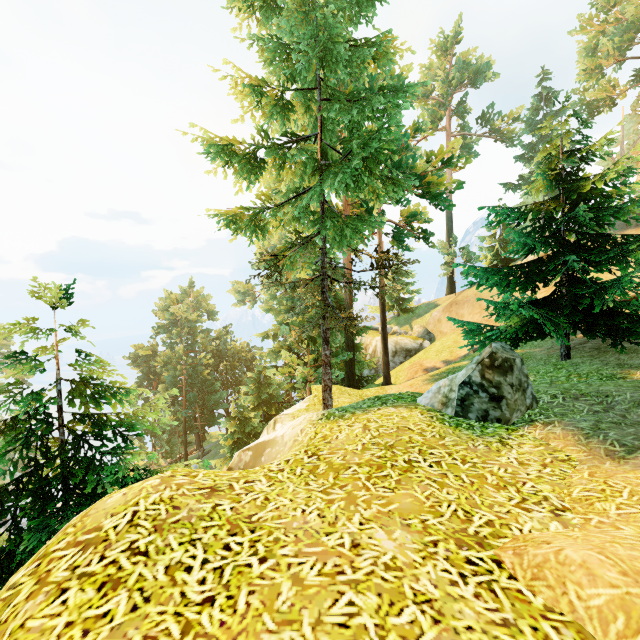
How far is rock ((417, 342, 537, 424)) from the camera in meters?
5.6

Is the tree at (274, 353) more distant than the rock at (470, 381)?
Yes

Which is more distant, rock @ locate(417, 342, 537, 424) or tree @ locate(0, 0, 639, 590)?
tree @ locate(0, 0, 639, 590)

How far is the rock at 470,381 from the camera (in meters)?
5.62

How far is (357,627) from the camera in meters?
2.1
